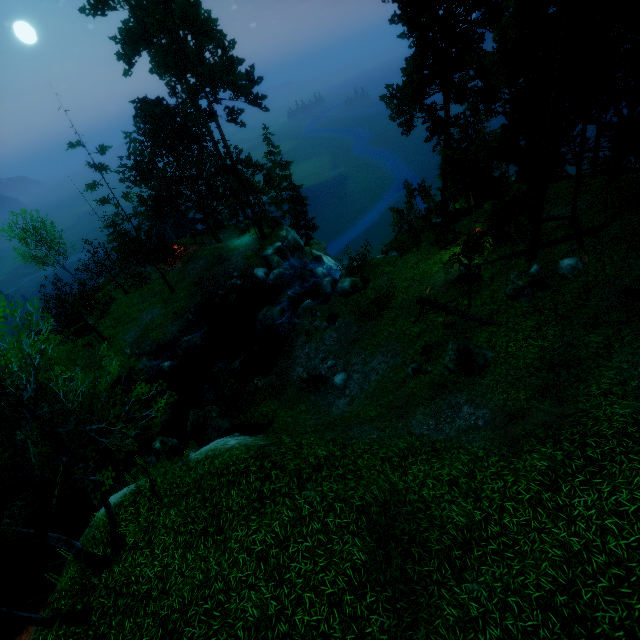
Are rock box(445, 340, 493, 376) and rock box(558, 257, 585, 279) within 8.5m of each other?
yes

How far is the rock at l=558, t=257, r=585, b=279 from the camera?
14.17m

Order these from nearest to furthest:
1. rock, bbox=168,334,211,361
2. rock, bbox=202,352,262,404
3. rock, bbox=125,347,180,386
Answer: rock, bbox=202,352,262,404, rock, bbox=125,347,180,386, rock, bbox=168,334,211,361

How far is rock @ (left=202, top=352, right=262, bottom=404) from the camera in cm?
2319

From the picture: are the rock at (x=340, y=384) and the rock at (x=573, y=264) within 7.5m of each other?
no

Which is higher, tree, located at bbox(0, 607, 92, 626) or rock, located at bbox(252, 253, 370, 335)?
tree, located at bbox(0, 607, 92, 626)

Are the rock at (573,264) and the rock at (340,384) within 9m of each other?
no

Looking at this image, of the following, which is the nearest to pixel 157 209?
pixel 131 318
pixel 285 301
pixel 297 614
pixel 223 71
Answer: pixel 131 318
